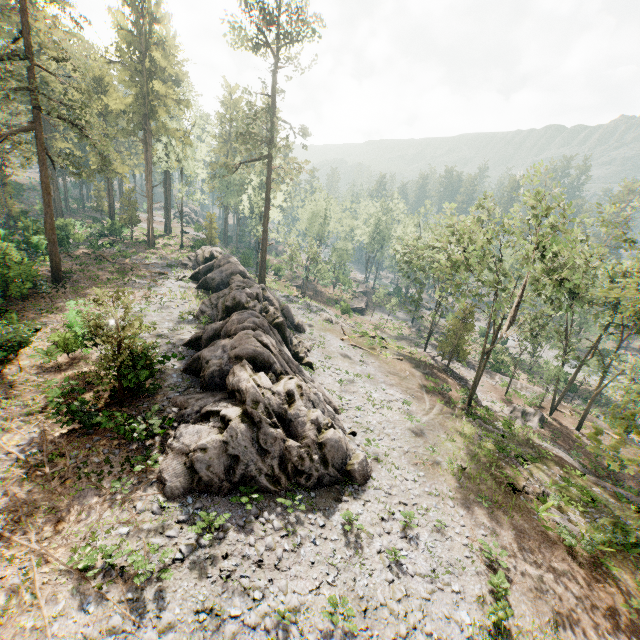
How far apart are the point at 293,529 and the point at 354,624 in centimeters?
378cm

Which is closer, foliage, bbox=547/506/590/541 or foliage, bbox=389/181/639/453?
foliage, bbox=547/506/590/541

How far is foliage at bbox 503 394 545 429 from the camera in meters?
31.9

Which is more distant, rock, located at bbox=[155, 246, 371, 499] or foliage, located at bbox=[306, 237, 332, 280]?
foliage, located at bbox=[306, 237, 332, 280]

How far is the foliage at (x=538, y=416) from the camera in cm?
3194

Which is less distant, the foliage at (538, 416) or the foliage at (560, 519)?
the foliage at (560, 519)
